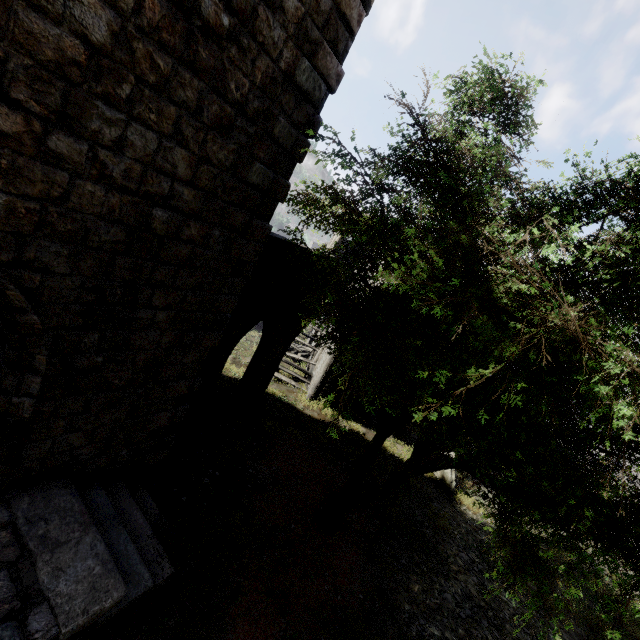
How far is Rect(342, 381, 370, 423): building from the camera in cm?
1567

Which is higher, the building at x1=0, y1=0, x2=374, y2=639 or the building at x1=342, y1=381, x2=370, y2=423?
the building at x1=0, y1=0, x2=374, y2=639

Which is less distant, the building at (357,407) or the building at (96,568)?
the building at (96,568)

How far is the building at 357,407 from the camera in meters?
15.7

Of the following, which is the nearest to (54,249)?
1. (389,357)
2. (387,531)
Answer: (389,357)

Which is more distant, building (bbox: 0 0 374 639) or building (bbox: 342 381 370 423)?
building (bbox: 342 381 370 423)
